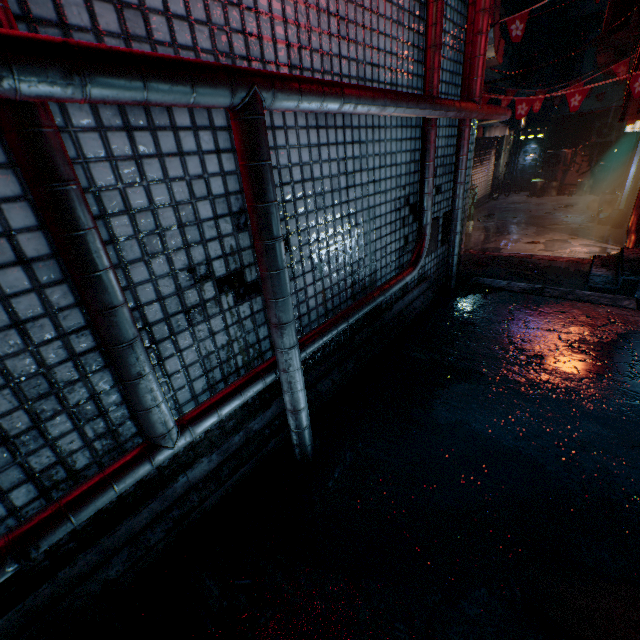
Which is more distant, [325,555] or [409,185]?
[409,185]

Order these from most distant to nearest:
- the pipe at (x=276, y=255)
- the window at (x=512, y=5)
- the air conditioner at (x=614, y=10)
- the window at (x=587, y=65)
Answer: the window at (x=587, y=65) < the window at (x=512, y=5) < the air conditioner at (x=614, y=10) < the pipe at (x=276, y=255)

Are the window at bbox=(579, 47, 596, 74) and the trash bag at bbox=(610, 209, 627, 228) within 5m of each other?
no

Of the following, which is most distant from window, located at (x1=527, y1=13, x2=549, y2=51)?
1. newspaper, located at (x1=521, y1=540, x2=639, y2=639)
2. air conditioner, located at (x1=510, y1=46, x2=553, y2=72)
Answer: newspaper, located at (x1=521, y1=540, x2=639, y2=639)

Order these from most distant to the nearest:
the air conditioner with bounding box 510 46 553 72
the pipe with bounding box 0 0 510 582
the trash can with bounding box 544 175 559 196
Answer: the trash can with bounding box 544 175 559 196, the air conditioner with bounding box 510 46 553 72, the pipe with bounding box 0 0 510 582

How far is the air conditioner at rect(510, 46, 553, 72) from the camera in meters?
9.2 m

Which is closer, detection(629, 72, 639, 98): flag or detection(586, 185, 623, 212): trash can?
detection(629, 72, 639, 98): flag

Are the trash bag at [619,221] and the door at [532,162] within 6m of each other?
no
